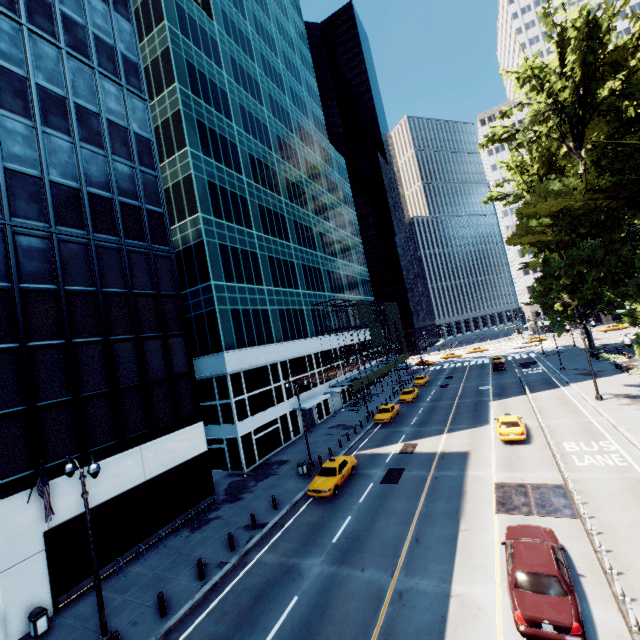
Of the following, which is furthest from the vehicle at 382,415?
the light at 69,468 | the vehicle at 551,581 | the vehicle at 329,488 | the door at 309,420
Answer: the light at 69,468

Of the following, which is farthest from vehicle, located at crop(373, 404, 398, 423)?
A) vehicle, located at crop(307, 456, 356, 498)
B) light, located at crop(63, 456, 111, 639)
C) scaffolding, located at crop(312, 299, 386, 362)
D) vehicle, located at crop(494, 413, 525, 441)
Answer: light, located at crop(63, 456, 111, 639)

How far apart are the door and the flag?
25.9 meters

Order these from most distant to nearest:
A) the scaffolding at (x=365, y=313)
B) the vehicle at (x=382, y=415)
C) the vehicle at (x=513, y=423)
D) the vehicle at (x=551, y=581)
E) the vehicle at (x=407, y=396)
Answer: the scaffolding at (x=365, y=313)
the vehicle at (x=407, y=396)
the vehicle at (x=382, y=415)
the vehicle at (x=513, y=423)
the vehicle at (x=551, y=581)

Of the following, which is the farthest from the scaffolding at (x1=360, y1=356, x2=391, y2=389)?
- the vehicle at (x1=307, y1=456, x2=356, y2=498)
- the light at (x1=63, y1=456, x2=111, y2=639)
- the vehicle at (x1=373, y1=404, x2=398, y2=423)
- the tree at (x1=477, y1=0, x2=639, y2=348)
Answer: the light at (x1=63, y1=456, x2=111, y2=639)

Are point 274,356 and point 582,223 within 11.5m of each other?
no

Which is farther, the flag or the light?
the flag

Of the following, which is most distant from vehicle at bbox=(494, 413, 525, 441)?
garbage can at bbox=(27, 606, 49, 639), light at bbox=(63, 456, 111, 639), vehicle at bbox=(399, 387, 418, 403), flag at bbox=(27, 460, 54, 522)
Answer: garbage can at bbox=(27, 606, 49, 639)
